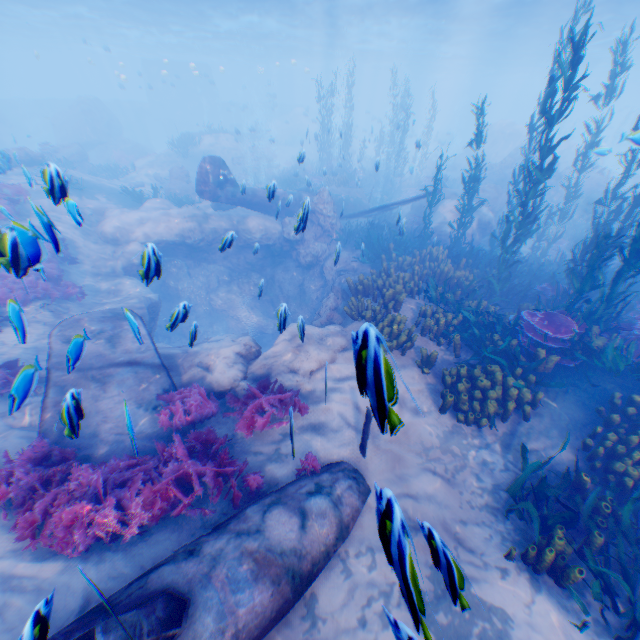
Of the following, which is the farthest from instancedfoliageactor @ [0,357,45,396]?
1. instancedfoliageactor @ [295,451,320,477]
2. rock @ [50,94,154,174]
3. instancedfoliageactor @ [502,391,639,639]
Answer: instancedfoliageactor @ [502,391,639,639]

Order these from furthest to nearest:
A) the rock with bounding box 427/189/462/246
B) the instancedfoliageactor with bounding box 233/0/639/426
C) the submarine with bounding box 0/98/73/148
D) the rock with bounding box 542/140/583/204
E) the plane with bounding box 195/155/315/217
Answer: the submarine with bounding box 0/98/73/148, the rock with bounding box 542/140/583/204, the rock with bounding box 427/189/462/246, the plane with bounding box 195/155/315/217, the instancedfoliageactor with bounding box 233/0/639/426

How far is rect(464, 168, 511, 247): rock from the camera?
14.9m

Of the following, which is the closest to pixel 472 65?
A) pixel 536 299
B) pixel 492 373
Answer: pixel 536 299

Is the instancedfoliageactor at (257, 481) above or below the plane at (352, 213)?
below

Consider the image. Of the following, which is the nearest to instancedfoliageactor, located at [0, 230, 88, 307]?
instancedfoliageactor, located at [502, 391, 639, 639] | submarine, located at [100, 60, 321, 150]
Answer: instancedfoliageactor, located at [502, 391, 639, 639]

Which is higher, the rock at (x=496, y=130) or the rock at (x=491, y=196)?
the rock at (x=496, y=130)

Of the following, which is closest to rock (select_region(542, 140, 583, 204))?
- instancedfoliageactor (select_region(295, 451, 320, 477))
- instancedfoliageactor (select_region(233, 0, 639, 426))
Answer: instancedfoliageactor (select_region(233, 0, 639, 426))
